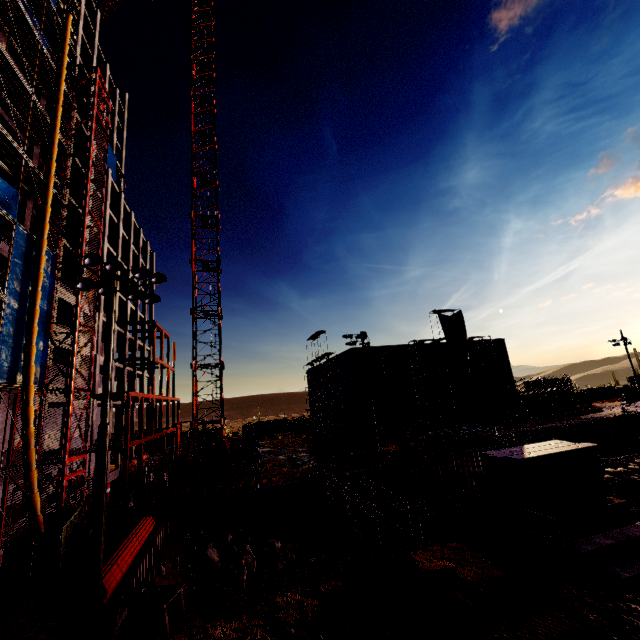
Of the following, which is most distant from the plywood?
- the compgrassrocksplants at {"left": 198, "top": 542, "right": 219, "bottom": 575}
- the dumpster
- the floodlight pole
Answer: the dumpster

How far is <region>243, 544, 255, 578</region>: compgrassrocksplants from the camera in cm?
1803

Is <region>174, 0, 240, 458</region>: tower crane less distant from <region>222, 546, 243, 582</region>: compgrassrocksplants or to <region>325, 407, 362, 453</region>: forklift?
<region>222, 546, 243, 582</region>: compgrassrocksplants

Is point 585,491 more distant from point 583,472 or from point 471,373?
point 471,373

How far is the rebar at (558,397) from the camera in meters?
45.3

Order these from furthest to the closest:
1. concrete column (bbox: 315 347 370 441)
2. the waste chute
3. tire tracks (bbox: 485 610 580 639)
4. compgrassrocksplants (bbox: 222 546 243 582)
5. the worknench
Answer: concrete column (bbox: 315 347 370 441), compgrassrocksplants (bbox: 222 546 243 582), the waste chute, the worknench, tire tracks (bbox: 485 610 580 639)

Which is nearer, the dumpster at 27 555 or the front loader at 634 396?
the dumpster at 27 555

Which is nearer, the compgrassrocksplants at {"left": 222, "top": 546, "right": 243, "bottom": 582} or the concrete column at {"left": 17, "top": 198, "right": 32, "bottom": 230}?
the compgrassrocksplants at {"left": 222, "top": 546, "right": 243, "bottom": 582}
